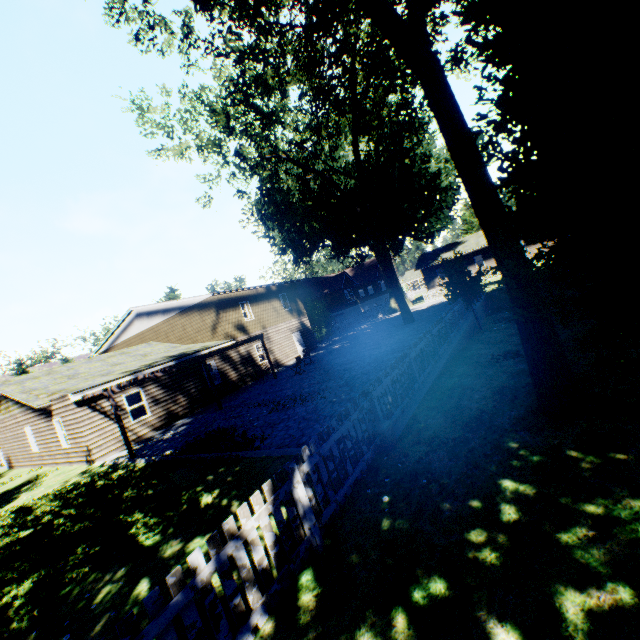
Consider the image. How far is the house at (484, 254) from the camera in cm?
4216

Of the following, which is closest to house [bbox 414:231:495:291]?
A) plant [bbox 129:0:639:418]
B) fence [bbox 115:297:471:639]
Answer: fence [bbox 115:297:471:639]

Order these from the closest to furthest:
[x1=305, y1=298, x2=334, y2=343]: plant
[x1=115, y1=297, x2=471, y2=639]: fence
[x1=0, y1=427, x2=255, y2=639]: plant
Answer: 1. [x1=115, y1=297, x2=471, y2=639]: fence
2. [x1=0, y1=427, x2=255, y2=639]: plant
3. [x1=305, y1=298, x2=334, y2=343]: plant

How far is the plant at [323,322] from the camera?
34.3m

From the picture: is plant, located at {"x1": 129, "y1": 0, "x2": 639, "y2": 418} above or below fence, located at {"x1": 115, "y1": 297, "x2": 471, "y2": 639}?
above

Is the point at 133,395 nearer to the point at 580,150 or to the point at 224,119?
the point at 224,119

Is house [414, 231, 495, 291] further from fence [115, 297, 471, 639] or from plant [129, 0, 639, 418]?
plant [129, 0, 639, 418]
